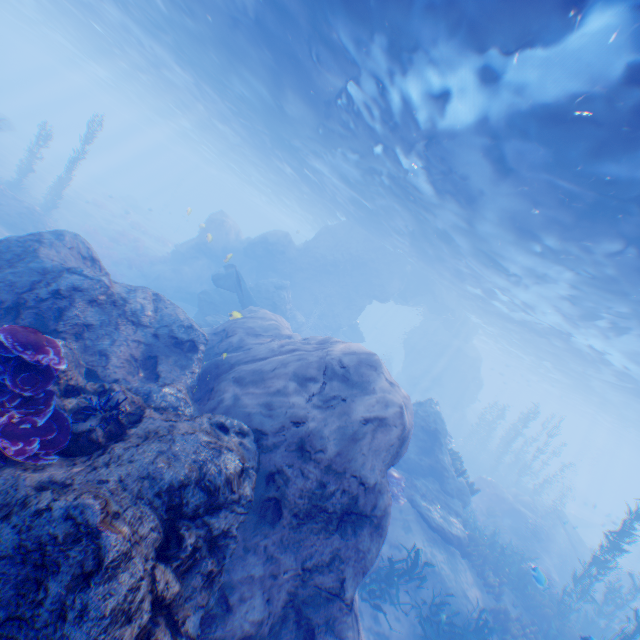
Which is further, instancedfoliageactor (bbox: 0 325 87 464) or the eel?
the eel

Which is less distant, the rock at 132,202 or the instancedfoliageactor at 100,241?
the instancedfoliageactor at 100,241

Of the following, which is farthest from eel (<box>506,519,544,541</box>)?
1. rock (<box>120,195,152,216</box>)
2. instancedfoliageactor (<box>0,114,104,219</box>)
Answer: rock (<box>120,195,152,216</box>)

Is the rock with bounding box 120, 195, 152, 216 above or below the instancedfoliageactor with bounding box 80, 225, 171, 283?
above

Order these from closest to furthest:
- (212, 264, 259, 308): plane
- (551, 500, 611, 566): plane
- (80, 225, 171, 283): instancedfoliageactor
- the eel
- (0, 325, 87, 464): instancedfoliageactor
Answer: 1. (0, 325, 87, 464): instancedfoliageactor
2. the eel
3. (212, 264, 259, 308): plane
4. (551, 500, 611, 566): plane
5. (80, 225, 171, 283): instancedfoliageactor

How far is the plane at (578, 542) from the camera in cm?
2139

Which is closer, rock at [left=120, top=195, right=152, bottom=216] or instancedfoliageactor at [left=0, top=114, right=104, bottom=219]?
instancedfoliageactor at [left=0, top=114, right=104, bottom=219]

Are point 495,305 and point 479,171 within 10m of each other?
no
